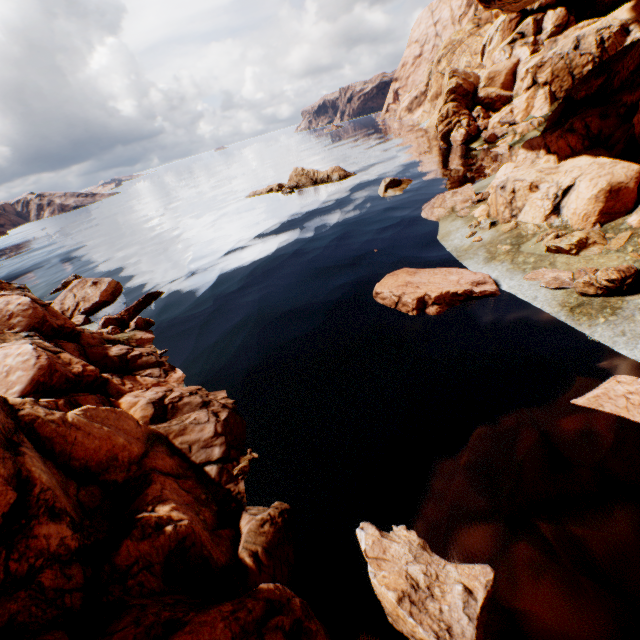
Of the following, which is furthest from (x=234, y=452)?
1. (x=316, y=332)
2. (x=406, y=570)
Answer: (x=316, y=332)

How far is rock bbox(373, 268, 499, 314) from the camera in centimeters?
1352cm

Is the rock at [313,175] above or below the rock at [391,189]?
above

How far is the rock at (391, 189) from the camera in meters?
30.6 m

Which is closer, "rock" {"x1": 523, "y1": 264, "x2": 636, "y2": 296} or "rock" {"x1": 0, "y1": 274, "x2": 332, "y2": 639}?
"rock" {"x1": 0, "y1": 274, "x2": 332, "y2": 639}
